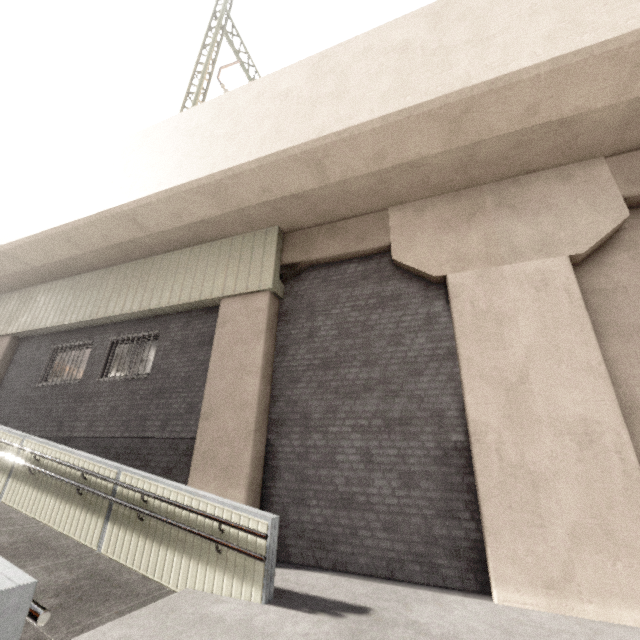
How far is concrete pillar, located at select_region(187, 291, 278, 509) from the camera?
6.01m

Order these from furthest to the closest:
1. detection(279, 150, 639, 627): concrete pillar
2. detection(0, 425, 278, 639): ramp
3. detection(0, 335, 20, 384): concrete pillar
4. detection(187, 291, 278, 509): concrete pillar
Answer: detection(0, 335, 20, 384): concrete pillar
detection(187, 291, 278, 509): concrete pillar
detection(279, 150, 639, 627): concrete pillar
detection(0, 425, 278, 639): ramp

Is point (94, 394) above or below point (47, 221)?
below

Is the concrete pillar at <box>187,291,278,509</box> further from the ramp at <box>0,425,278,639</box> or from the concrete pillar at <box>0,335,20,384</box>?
the concrete pillar at <box>0,335,20,384</box>

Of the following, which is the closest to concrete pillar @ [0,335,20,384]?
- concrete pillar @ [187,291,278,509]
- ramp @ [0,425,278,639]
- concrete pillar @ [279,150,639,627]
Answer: ramp @ [0,425,278,639]

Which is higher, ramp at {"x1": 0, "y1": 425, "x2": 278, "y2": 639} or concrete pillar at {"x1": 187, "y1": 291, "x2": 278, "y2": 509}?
concrete pillar at {"x1": 187, "y1": 291, "x2": 278, "y2": 509}

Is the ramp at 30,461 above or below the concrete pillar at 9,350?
below

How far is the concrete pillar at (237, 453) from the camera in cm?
601
